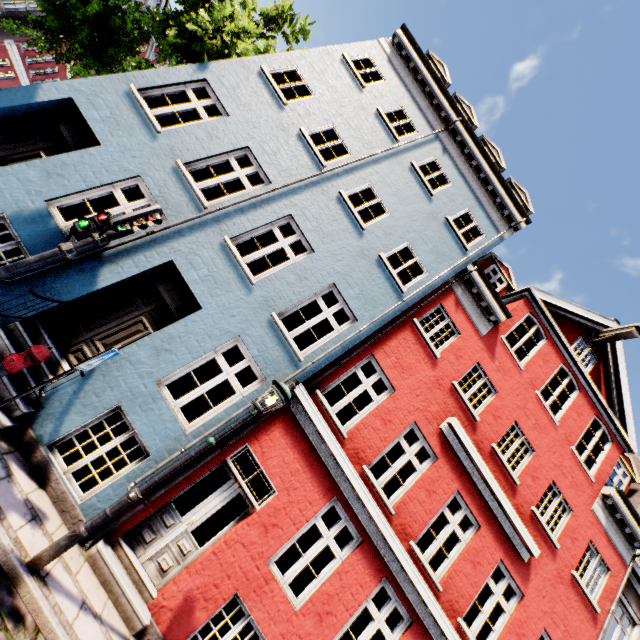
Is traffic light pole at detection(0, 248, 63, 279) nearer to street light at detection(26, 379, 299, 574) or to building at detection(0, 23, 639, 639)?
building at detection(0, 23, 639, 639)

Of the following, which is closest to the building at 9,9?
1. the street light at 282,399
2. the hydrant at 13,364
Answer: the hydrant at 13,364

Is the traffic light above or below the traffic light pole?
above

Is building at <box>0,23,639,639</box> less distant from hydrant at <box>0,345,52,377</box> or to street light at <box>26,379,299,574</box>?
hydrant at <box>0,345,52,377</box>

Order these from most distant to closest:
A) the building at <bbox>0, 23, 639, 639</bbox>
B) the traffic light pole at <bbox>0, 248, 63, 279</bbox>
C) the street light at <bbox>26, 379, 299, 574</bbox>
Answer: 1. the building at <bbox>0, 23, 639, 639</bbox>
2. the traffic light pole at <bbox>0, 248, 63, 279</bbox>
3. the street light at <bbox>26, 379, 299, 574</bbox>

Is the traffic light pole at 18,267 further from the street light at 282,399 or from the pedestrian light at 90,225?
the street light at 282,399

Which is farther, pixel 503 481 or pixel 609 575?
pixel 609 575

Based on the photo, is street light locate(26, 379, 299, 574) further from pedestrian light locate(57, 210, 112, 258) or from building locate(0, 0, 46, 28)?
pedestrian light locate(57, 210, 112, 258)
